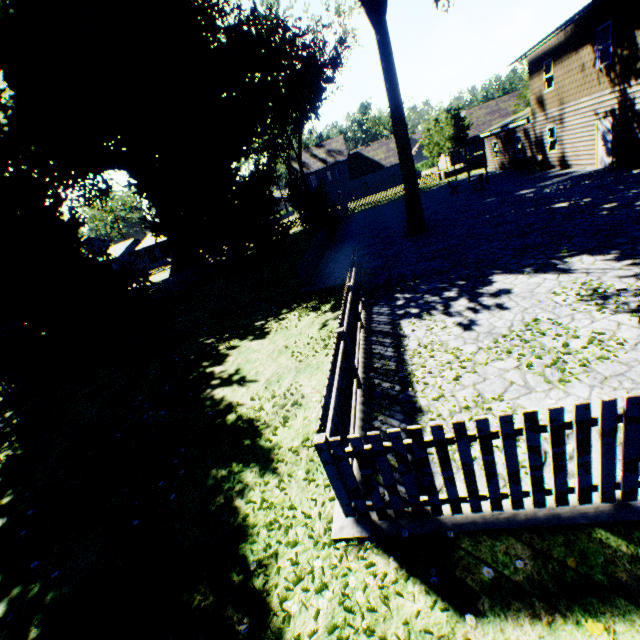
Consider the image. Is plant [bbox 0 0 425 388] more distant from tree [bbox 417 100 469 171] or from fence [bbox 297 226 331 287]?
tree [bbox 417 100 469 171]

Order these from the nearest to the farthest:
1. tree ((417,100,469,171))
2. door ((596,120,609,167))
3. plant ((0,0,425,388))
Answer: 1. plant ((0,0,425,388))
2. door ((596,120,609,167))
3. tree ((417,100,469,171))

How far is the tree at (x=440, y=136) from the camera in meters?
35.7 m

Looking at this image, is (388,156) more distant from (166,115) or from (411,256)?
(411,256)

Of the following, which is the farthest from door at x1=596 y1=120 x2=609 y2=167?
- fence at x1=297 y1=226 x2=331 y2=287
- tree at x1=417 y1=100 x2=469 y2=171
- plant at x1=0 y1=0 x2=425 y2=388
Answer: tree at x1=417 y1=100 x2=469 y2=171

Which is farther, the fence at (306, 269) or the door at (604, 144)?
the door at (604, 144)

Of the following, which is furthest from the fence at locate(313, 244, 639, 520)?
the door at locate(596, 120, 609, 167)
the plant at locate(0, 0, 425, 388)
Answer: the door at locate(596, 120, 609, 167)

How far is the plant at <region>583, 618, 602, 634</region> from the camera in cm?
237
